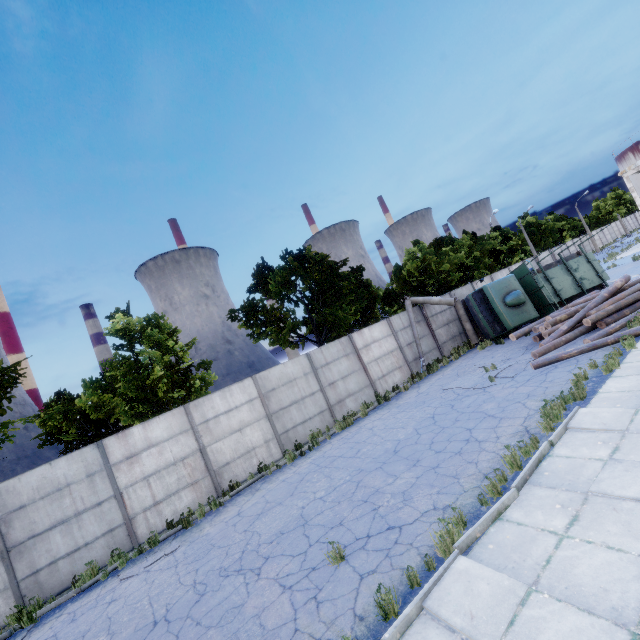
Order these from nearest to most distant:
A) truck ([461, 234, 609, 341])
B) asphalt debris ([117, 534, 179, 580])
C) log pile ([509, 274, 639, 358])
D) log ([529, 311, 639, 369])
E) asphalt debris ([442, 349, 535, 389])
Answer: asphalt debris ([117, 534, 179, 580])
log ([529, 311, 639, 369])
asphalt debris ([442, 349, 535, 389])
log pile ([509, 274, 639, 358])
truck ([461, 234, 609, 341])

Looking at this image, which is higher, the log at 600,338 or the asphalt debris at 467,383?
the log at 600,338

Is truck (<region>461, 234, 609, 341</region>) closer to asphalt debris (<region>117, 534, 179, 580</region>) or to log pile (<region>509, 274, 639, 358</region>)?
log pile (<region>509, 274, 639, 358</region>)

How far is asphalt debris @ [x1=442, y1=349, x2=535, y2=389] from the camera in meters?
12.0

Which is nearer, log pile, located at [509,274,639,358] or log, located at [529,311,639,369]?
log, located at [529,311,639,369]

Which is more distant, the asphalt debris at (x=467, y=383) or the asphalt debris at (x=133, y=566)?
the asphalt debris at (x=467, y=383)

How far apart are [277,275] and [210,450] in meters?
9.8 m

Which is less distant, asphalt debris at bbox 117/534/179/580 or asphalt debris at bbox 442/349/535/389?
asphalt debris at bbox 117/534/179/580
